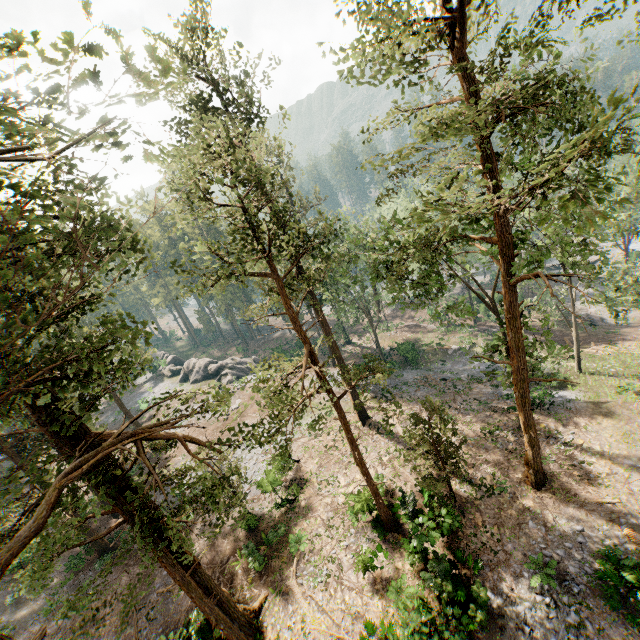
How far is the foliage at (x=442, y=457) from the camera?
17.08m

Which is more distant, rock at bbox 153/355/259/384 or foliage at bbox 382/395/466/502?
rock at bbox 153/355/259/384

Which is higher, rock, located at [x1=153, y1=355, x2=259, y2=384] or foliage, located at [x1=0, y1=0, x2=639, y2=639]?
foliage, located at [x1=0, y1=0, x2=639, y2=639]

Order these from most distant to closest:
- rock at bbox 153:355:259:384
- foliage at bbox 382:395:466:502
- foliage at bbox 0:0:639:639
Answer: rock at bbox 153:355:259:384 < foliage at bbox 382:395:466:502 < foliage at bbox 0:0:639:639

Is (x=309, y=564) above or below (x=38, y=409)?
below

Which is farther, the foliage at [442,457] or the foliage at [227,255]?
the foliage at [442,457]

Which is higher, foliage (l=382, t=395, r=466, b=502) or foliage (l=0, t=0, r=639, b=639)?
foliage (l=0, t=0, r=639, b=639)
